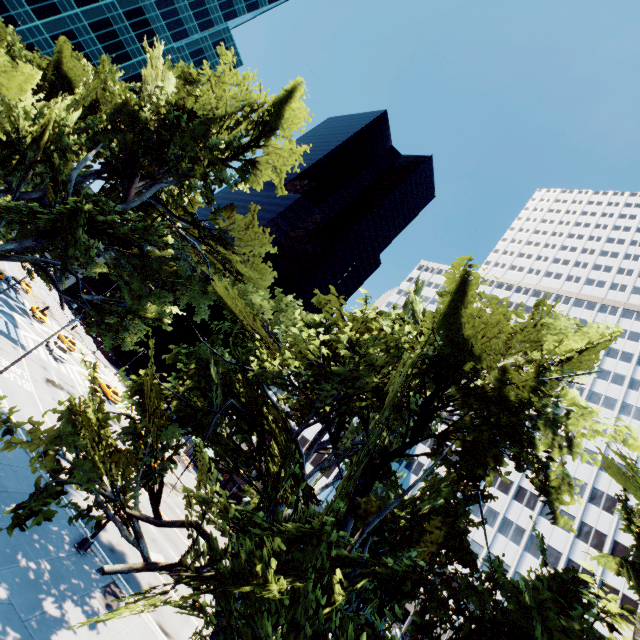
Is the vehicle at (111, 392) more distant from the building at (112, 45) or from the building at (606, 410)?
the building at (112, 45)

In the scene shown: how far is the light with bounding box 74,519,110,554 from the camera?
15.2 meters

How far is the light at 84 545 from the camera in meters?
15.2

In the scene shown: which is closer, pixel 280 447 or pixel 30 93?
pixel 280 447

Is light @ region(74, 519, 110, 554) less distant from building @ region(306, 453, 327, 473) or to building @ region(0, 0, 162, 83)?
building @ region(306, 453, 327, 473)

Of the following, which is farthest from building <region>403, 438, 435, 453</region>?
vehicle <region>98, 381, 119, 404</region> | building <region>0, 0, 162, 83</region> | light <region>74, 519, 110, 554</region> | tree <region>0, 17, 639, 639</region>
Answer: building <region>0, 0, 162, 83</region>

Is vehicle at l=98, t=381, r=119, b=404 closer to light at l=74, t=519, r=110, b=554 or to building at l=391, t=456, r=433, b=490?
building at l=391, t=456, r=433, b=490

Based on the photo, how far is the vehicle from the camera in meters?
43.5 m
